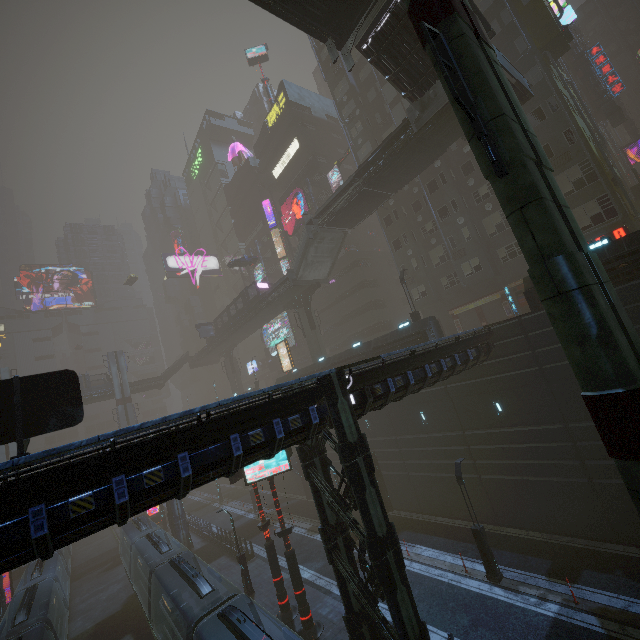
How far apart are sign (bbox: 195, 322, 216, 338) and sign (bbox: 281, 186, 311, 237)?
19.3m

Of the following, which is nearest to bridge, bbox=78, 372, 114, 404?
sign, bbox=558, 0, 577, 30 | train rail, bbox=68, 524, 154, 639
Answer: train rail, bbox=68, 524, 154, 639

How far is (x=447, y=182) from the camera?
30.2 meters

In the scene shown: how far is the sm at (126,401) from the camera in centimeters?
5172cm

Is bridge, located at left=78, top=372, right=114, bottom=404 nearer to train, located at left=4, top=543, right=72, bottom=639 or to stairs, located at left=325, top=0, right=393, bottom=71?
train, located at left=4, top=543, right=72, bottom=639

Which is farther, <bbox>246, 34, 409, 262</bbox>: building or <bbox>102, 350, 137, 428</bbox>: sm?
<bbox>102, 350, 137, 428</bbox>: sm

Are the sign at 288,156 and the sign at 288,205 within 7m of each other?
yes

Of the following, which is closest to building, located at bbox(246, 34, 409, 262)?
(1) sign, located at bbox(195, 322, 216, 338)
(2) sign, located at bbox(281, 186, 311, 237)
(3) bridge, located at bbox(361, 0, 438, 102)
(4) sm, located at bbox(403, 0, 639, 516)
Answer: (4) sm, located at bbox(403, 0, 639, 516)
